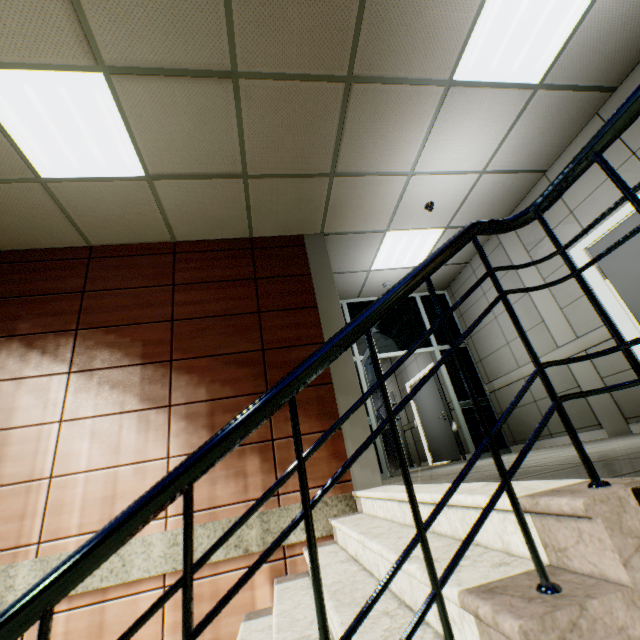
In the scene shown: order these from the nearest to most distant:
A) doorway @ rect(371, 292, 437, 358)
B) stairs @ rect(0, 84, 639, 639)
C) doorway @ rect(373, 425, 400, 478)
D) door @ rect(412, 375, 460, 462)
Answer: stairs @ rect(0, 84, 639, 639) → doorway @ rect(373, 425, 400, 478) → doorway @ rect(371, 292, 437, 358) → door @ rect(412, 375, 460, 462)

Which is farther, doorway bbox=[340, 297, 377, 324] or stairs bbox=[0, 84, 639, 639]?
doorway bbox=[340, 297, 377, 324]

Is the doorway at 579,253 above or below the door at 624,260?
above

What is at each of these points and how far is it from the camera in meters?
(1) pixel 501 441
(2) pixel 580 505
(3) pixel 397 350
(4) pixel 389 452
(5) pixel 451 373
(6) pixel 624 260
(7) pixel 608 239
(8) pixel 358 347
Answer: (1) doorway, 5.6
(2) stairs, 0.8
(3) doorway, 6.1
(4) doorway, 5.0
(5) doorway, 6.0
(6) door, 3.5
(7) door, 3.7
(8) doorway, 6.1

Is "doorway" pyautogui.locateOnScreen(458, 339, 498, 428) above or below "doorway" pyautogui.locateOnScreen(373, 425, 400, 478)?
above

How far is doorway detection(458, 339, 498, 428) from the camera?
5.7m

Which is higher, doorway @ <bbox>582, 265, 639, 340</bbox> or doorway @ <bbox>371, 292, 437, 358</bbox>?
doorway @ <bbox>371, 292, 437, 358</bbox>

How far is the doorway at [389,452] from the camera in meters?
4.7
